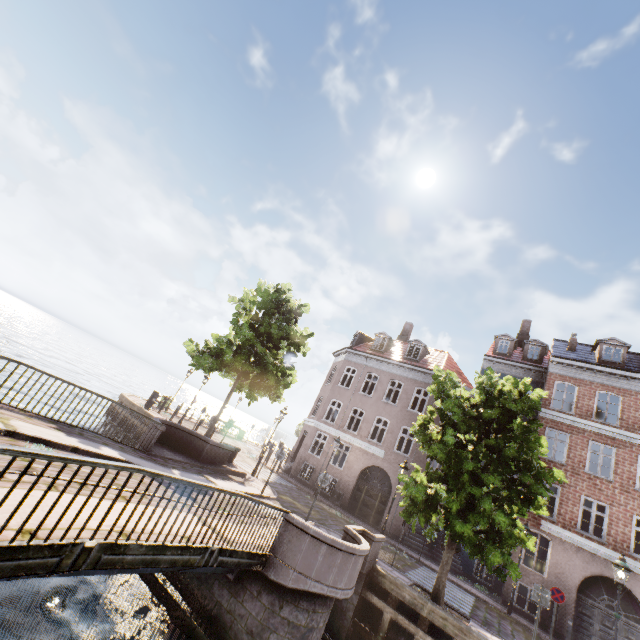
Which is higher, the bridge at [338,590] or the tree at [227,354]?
the tree at [227,354]

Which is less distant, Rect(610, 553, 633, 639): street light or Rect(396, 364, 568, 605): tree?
Rect(610, 553, 633, 639): street light

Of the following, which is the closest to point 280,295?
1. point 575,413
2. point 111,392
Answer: point 575,413

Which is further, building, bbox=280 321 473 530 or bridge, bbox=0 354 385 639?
building, bbox=280 321 473 530

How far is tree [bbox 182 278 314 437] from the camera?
17.5 meters

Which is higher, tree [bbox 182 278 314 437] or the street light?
tree [bbox 182 278 314 437]

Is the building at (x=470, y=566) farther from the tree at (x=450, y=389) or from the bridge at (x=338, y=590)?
the bridge at (x=338, y=590)

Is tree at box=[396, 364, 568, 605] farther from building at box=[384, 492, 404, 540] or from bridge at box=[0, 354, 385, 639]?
building at box=[384, 492, 404, 540]
